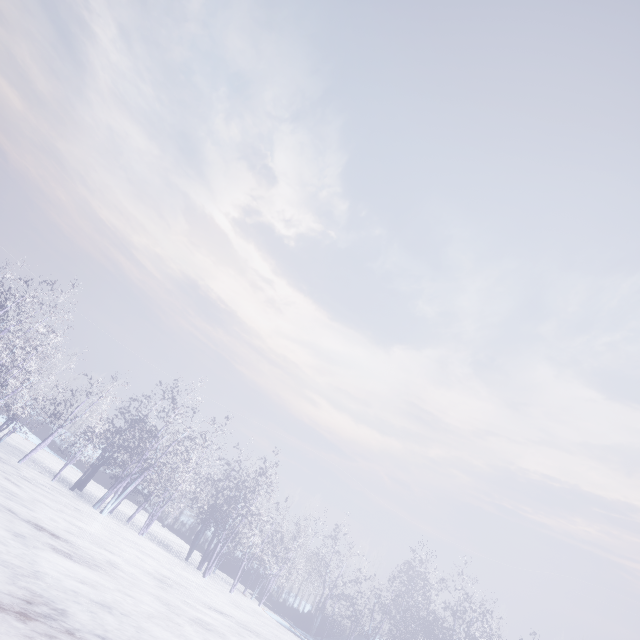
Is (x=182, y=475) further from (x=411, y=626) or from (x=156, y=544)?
(x=411, y=626)
